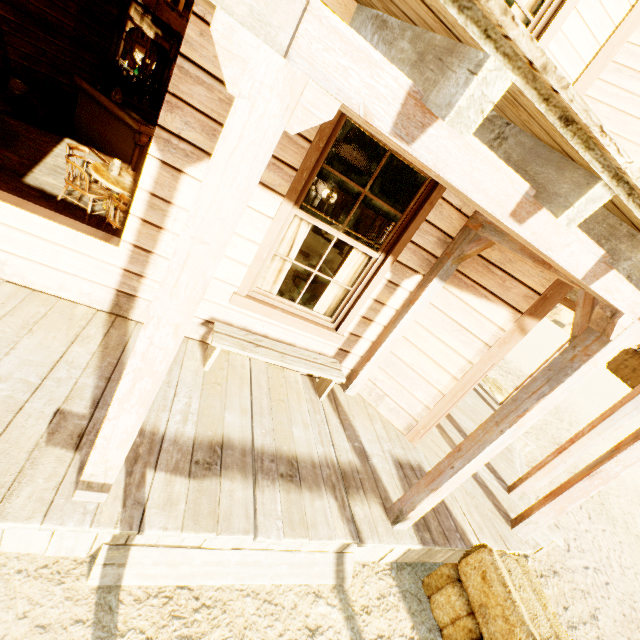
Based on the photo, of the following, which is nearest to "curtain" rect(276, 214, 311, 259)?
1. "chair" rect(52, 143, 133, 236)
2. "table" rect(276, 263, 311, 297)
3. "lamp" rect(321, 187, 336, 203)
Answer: "table" rect(276, 263, 311, 297)

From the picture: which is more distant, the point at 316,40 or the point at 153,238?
the point at 153,238

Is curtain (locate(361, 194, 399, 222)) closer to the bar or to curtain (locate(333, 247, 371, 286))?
curtain (locate(333, 247, 371, 286))

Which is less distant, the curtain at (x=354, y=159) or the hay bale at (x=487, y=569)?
the hay bale at (x=487, y=569)

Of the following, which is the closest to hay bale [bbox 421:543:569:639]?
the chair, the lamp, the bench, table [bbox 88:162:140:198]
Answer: the bench

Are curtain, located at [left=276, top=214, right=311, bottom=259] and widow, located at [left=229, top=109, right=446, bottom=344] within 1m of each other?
yes

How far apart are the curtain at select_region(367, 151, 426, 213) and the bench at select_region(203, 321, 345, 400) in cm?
182

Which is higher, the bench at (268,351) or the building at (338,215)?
the building at (338,215)
